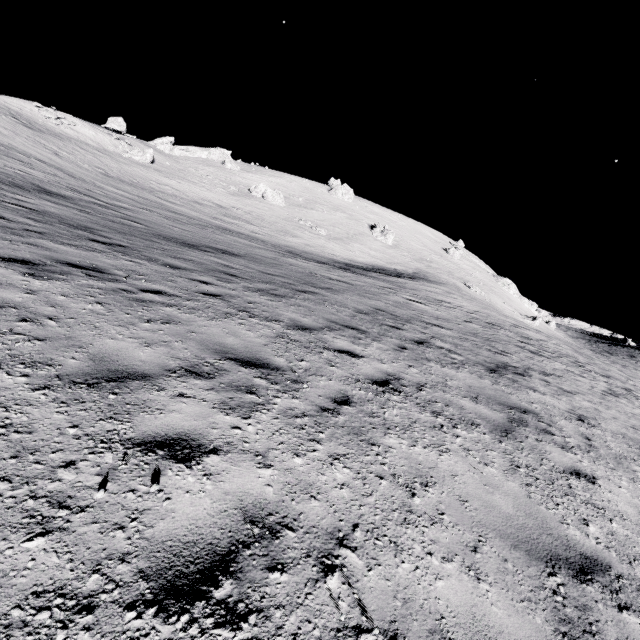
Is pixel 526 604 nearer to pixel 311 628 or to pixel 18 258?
pixel 311 628

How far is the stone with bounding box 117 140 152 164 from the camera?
50.16m

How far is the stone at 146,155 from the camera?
50.2m
